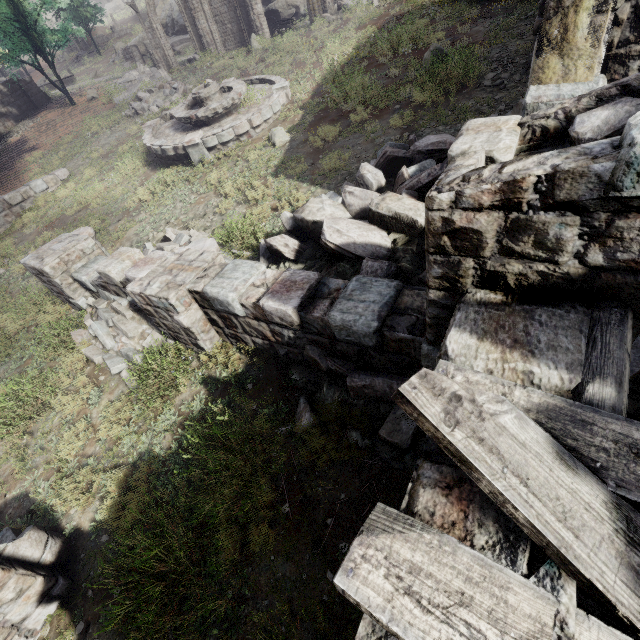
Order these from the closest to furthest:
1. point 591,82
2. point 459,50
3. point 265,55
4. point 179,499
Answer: point 591,82 → point 179,499 → point 459,50 → point 265,55

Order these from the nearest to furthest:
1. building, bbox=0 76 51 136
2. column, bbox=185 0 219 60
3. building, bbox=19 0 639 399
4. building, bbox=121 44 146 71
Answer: building, bbox=19 0 639 399 → column, bbox=185 0 219 60 → building, bbox=0 76 51 136 → building, bbox=121 44 146 71

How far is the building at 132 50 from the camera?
33.84m

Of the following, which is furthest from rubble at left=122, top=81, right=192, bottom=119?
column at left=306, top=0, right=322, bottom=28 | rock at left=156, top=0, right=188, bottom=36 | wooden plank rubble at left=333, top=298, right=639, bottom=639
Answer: wooden plank rubble at left=333, top=298, right=639, bottom=639

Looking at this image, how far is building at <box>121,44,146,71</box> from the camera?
33.8 meters

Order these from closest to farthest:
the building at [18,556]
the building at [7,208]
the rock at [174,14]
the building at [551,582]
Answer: the building at [551,582]
the building at [18,556]
the building at [7,208]
the rock at [174,14]

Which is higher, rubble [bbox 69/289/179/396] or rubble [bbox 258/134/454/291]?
rubble [bbox 258/134/454/291]

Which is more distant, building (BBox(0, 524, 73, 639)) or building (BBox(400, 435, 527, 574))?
building (BBox(0, 524, 73, 639))
